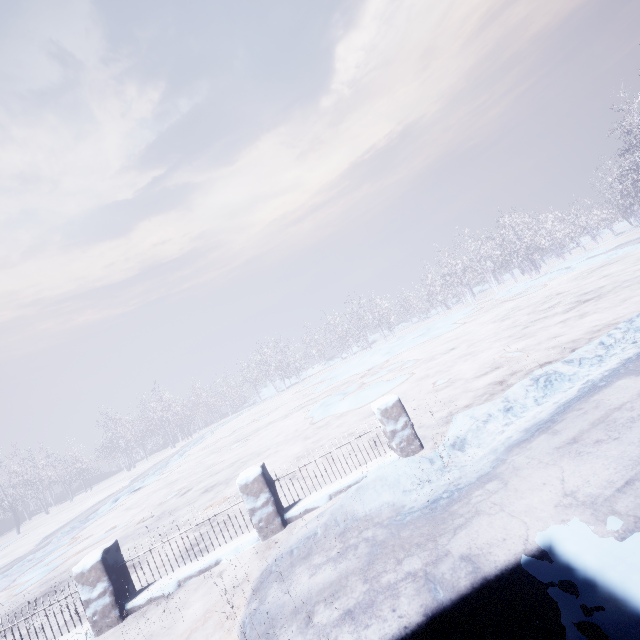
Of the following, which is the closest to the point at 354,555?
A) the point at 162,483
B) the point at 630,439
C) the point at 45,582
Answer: the point at 630,439
